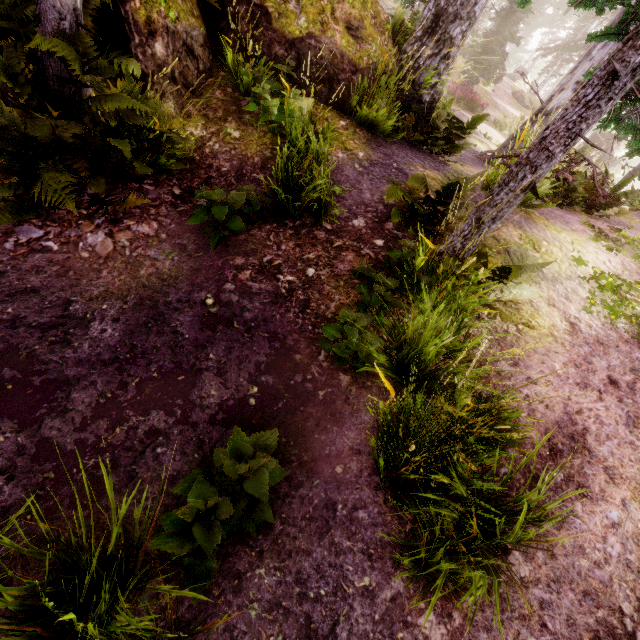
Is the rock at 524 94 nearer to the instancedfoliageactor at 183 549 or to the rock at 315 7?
the instancedfoliageactor at 183 549

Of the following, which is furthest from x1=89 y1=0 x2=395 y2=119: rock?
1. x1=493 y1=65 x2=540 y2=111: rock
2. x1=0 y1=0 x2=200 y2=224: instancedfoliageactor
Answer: x1=493 y1=65 x2=540 y2=111: rock

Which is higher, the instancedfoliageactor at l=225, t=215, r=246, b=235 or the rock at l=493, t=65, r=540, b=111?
the rock at l=493, t=65, r=540, b=111

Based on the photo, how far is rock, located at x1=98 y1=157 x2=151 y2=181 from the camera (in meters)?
4.22

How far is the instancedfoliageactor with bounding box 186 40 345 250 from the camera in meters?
3.7

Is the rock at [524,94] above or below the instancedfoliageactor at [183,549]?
above

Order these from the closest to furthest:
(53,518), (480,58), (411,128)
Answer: (53,518) → (411,128) → (480,58)
